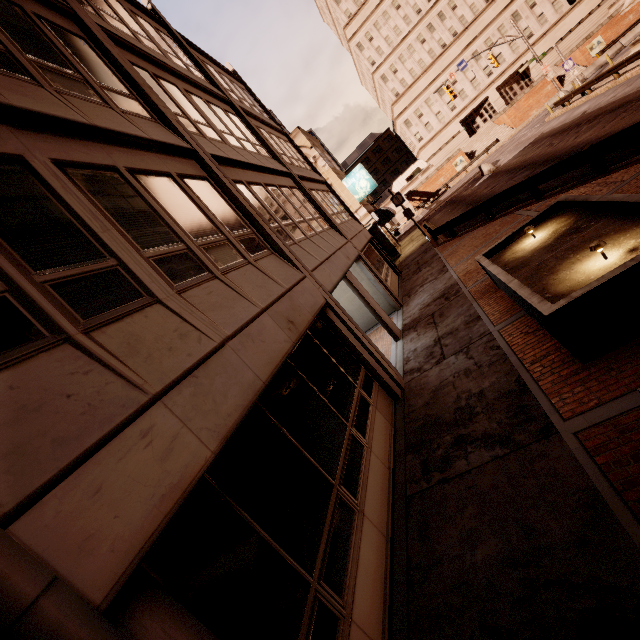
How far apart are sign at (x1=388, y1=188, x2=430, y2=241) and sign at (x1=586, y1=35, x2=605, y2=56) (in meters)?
45.57

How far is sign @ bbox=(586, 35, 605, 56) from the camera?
42.5 meters

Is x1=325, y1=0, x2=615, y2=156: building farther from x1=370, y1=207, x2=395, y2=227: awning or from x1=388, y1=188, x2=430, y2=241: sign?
x1=388, y1=188, x2=430, y2=241: sign

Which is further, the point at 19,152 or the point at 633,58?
the point at 633,58

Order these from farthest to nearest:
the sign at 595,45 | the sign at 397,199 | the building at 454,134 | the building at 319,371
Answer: the building at 454,134 < the sign at 595,45 < the sign at 397,199 < the building at 319,371

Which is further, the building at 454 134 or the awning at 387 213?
the building at 454 134

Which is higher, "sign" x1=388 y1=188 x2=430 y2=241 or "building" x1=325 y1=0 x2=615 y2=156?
"building" x1=325 y1=0 x2=615 y2=156

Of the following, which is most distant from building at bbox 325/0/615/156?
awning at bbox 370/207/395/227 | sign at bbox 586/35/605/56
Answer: awning at bbox 370/207/395/227
